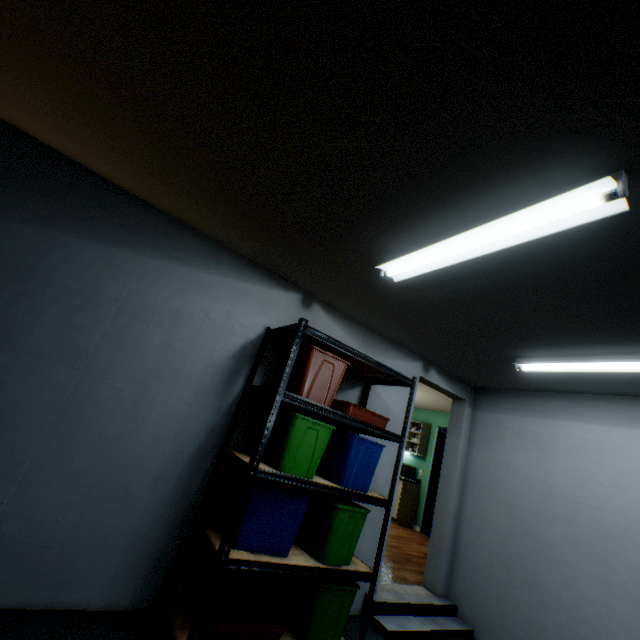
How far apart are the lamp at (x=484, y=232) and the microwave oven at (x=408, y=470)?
6.24m

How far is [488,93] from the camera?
1.0 meters

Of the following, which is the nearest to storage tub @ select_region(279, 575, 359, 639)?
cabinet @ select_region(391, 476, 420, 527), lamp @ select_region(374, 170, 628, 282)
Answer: lamp @ select_region(374, 170, 628, 282)

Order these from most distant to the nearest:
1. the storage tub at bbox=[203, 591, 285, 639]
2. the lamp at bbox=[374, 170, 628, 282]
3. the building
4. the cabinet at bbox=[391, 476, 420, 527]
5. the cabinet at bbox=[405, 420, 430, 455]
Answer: the cabinet at bbox=[405, 420, 430, 455] → the cabinet at bbox=[391, 476, 420, 527] → the building → the storage tub at bbox=[203, 591, 285, 639] → the lamp at bbox=[374, 170, 628, 282]

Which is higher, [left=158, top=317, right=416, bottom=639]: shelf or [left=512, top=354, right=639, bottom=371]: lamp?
[left=512, top=354, right=639, bottom=371]: lamp

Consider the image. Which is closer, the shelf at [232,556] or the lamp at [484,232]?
the lamp at [484,232]

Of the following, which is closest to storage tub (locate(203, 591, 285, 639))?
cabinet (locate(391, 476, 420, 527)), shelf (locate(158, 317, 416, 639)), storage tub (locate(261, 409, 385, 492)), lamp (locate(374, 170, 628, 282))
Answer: shelf (locate(158, 317, 416, 639))

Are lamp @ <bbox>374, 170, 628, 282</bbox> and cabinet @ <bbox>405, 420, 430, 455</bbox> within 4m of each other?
no
